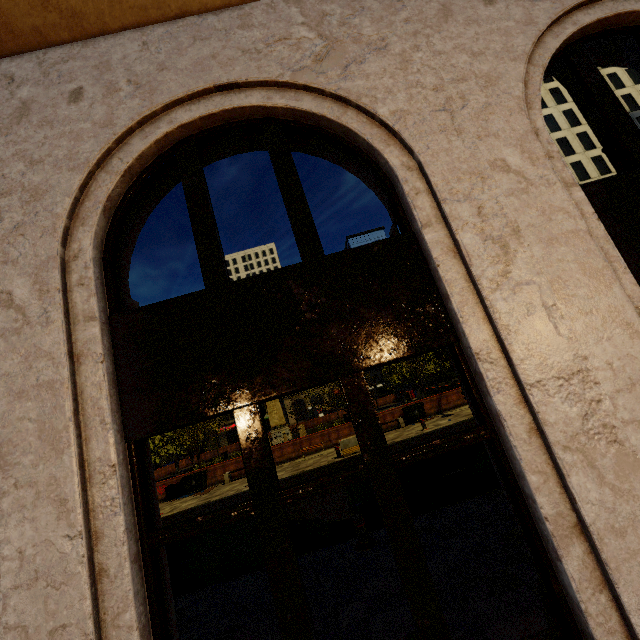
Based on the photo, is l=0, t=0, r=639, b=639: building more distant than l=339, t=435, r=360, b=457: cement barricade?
No

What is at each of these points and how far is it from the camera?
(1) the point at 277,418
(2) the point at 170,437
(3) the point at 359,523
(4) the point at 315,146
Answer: (1) obelisk, 35.25m
(2) tree, 24.52m
(3) metal bar, 6.51m
(4) building, 3.35m

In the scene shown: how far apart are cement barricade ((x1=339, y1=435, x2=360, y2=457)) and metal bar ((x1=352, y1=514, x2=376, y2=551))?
10.4 meters

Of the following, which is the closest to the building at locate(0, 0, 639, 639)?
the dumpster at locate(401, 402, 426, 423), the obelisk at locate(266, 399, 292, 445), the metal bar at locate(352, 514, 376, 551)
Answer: the metal bar at locate(352, 514, 376, 551)

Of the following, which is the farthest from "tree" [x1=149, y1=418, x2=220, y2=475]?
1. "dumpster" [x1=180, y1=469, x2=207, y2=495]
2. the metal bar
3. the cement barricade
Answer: the cement barricade

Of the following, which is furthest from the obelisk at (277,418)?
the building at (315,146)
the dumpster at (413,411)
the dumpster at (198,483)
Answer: the building at (315,146)

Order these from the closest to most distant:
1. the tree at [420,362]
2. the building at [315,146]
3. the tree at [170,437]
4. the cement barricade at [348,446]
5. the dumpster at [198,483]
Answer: the building at [315,146] → the tree at [420,362] → the cement barricade at [348,446] → the dumpster at [198,483] → the tree at [170,437]

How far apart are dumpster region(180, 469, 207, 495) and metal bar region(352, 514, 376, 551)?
16.9 meters
